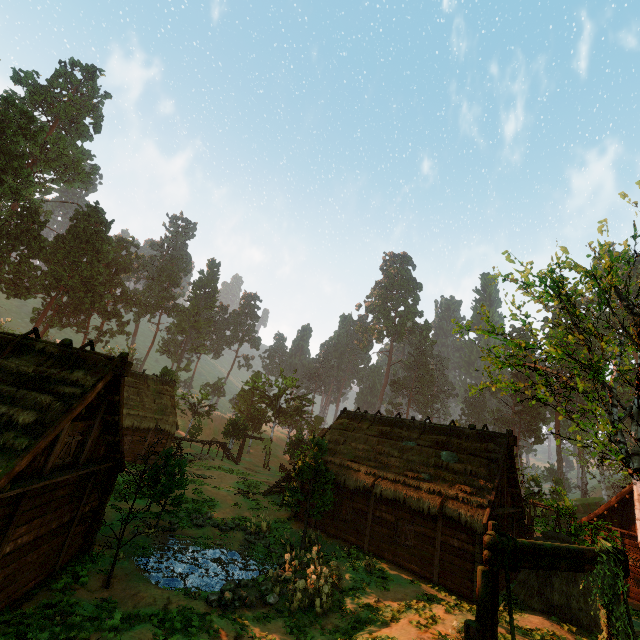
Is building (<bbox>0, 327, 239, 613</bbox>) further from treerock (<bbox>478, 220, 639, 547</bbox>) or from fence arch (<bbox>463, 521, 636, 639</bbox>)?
fence arch (<bbox>463, 521, 636, 639</bbox>)

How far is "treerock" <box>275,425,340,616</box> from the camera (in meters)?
13.05

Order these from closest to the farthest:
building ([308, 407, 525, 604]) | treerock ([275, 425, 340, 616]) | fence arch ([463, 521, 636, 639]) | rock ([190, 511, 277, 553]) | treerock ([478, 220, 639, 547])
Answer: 1. fence arch ([463, 521, 636, 639])
2. treerock ([478, 220, 639, 547])
3. treerock ([275, 425, 340, 616])
4. building ([308, 407, 525, 604])
5. rock ([190, 511, 277, 553])

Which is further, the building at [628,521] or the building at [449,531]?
the building at [628,521]

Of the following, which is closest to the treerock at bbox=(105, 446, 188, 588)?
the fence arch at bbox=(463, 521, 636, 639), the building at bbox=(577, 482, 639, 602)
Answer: the building at bbox=(577, 482, 639, 602)

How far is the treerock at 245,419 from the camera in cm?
4162

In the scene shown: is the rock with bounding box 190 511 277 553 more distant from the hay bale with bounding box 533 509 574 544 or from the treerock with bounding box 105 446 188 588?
the hay bale with bounding box 533 509 574 544

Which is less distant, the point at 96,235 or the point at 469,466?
the point at 469,466
